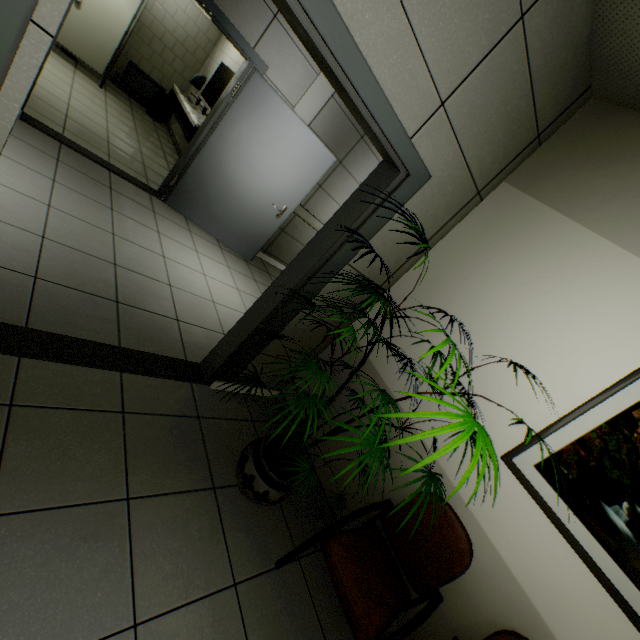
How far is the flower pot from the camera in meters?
1.9

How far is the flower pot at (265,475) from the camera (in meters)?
1.92

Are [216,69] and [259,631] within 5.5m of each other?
no

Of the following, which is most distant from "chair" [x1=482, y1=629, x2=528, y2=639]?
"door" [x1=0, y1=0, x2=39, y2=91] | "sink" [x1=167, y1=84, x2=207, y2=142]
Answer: "sink" [x1=167, y1=84, x2=207, y2=142]

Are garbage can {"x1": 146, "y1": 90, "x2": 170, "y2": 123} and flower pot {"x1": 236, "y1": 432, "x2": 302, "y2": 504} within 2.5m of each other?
no

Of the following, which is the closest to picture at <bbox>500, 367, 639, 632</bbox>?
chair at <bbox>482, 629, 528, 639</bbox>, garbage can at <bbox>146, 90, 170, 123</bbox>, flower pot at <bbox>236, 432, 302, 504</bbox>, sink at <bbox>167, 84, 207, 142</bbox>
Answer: chair at <bbox>482, 629, 528, 639</bbox>

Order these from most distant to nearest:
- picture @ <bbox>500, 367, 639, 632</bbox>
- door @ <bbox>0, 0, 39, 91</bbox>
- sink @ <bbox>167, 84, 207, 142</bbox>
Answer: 1. sink @ <bbox>167, 84, 207, 142</bbox>
2. picture @ <bbox>500, 367, 639, 632</bbox>
3. door @ <bbox>0, 0, 39, 91</bbox>

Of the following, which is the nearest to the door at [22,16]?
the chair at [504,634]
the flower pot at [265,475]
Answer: the flower pot at [265,475]
